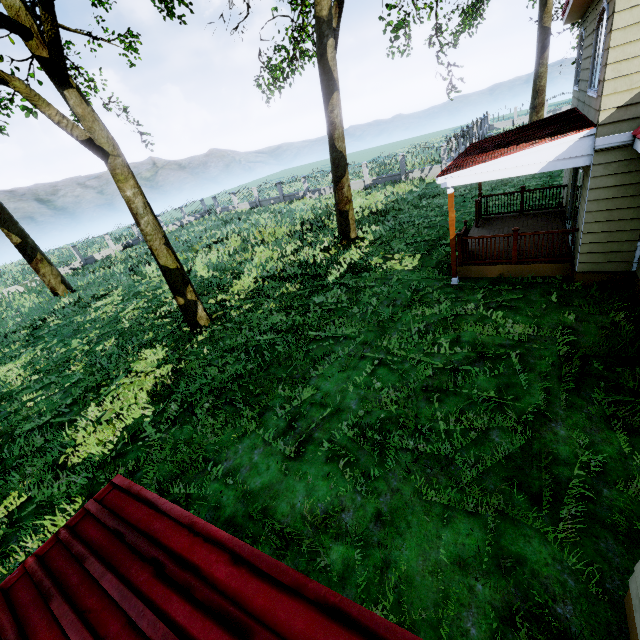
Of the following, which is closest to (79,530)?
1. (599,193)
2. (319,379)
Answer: (319,379)

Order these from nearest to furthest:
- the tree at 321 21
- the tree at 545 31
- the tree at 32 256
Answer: the tree at 321 21 < the tree at 32 256 < the tree at 545 31

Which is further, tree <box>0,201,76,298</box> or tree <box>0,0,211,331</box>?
tree <box>0,201,76,298</box>

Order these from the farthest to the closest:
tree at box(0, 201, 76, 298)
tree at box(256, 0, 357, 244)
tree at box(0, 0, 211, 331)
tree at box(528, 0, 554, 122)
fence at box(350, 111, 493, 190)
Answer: fence at box(350, 111, 493, 190) < tree at box(528, 0, 554, 122) < tree at box(0, 201, 76, 298) < tree at box(256, 0, 357, 244) < tree at box(0, 0, 211, 331)

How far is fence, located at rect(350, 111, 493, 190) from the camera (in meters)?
24.22

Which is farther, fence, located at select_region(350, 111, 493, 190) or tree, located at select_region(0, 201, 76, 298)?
fence, located at select_region(350, 111, 493, 190)

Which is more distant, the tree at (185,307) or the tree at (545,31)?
the tree at (545,31)

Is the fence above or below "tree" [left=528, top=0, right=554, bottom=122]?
below
